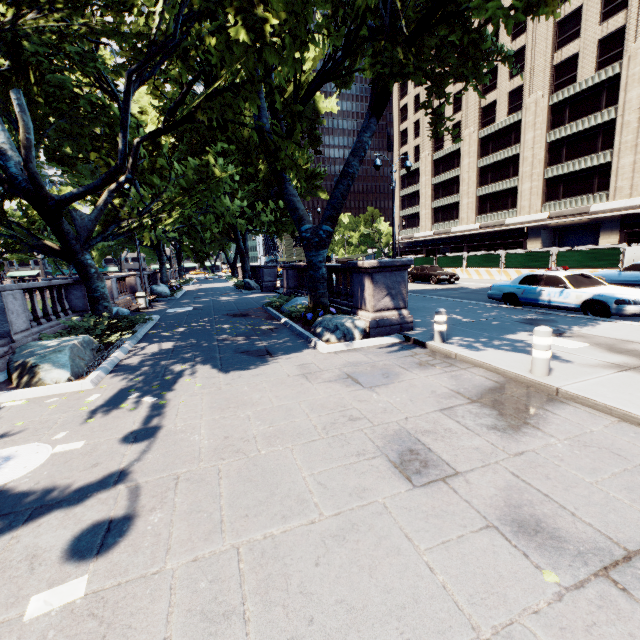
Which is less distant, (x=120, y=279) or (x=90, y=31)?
(x=90, y=31)

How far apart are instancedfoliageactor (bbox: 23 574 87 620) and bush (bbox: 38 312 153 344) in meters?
8.5

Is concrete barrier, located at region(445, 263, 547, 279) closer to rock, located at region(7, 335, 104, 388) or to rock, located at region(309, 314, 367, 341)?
rock, located at region(309, 314, 367, 341)

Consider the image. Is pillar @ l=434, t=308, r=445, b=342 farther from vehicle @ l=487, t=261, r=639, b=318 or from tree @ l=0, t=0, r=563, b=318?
vehicle @ l=487, t=261, r=639, b=318

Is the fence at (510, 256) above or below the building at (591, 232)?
below

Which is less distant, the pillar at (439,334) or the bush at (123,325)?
the pillar at (439,334)

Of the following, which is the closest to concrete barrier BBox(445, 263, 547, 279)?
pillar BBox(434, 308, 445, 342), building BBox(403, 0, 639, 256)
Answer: building BBox(403, 0, 639, 256)

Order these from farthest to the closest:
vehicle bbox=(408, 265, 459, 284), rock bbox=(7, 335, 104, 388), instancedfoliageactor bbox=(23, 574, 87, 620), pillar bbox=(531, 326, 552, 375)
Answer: vehicle bbox=(408, 265, 459, 284)
rock bbox=(7, 335, 104, 388)
pillar bbox=(531, 326, 552, 375)
instancedfoliageactor bbox=(23, 574, 87, 620)
